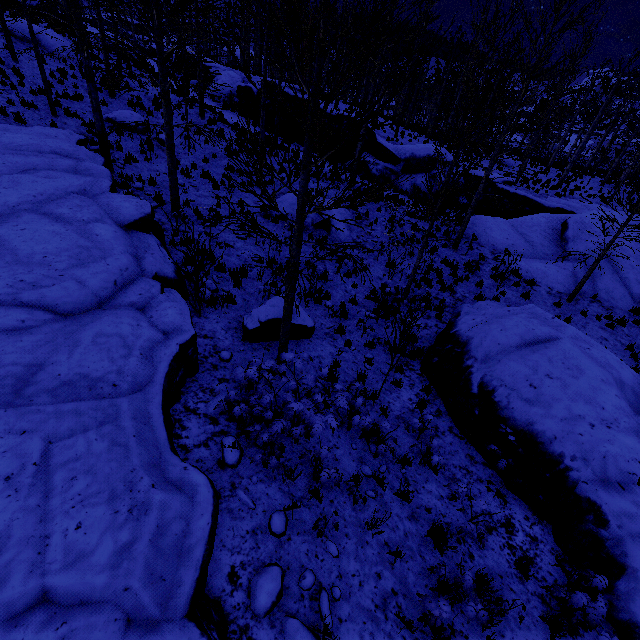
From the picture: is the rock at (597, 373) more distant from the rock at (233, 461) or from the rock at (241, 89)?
the rock at (241, 89)

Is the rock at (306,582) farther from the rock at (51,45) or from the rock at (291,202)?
the rock at (51,45)

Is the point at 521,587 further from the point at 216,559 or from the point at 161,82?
the point at 161,82

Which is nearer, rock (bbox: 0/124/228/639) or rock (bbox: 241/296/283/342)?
rock (bbox: 0/124/228/639)

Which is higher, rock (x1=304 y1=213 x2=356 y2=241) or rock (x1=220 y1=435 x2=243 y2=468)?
rock (x1=304 y1=213 x2=356 y2=241)

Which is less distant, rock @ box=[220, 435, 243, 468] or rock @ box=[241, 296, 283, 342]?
rock @ box=[220, 435, 243, 468]

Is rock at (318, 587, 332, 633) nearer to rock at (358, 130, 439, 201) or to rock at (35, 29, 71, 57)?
rock at (35, 29, 71, 57)

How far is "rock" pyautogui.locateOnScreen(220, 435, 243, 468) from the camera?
5.10m
